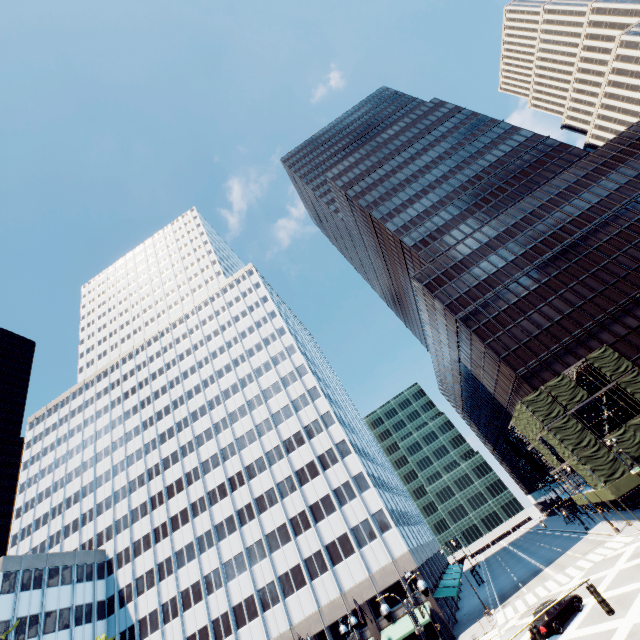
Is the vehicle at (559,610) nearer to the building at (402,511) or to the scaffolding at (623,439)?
the scaffolding at (623,439)

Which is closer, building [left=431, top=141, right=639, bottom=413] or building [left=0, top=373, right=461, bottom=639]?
building [left=0, top=373, right=461, bottom=639]

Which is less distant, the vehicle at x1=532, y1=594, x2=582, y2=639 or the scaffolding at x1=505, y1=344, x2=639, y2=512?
the vehicle at x1=532, y1=594, x2=582, y2=639

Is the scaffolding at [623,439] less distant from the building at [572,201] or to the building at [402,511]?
the building at [572,201]

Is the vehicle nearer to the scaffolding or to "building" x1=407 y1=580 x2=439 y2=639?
the scaffolding

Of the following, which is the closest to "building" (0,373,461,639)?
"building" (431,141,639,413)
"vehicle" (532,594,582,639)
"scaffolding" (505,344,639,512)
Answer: "vehicle" (532,594,582,639)

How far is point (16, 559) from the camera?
45.9 meters

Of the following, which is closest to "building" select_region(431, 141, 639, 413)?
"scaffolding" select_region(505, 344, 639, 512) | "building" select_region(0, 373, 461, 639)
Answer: "scaffolding" select_region(505, 344, 639, 512)
